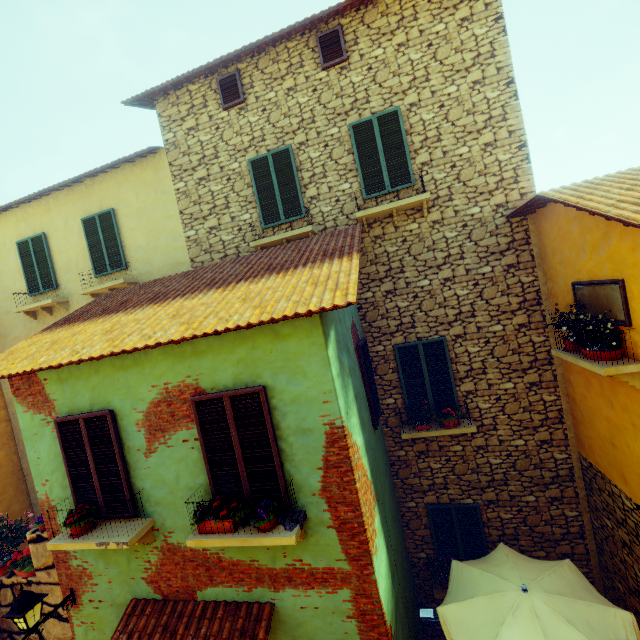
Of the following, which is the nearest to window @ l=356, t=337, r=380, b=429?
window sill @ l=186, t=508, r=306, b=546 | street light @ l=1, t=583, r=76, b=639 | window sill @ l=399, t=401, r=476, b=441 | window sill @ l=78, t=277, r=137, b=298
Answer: window sill @ l=399, t=401, r=476, b=441

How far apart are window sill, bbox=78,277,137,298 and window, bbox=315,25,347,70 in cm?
689

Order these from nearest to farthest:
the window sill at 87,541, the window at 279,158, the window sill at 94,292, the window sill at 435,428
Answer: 1. the window sill at 87,541
2. the window sill at 435,428
3. the window at 279,158
4. the window sill at 94,292

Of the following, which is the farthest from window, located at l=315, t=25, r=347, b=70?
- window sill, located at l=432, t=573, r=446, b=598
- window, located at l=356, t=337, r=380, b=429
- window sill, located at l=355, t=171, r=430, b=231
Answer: window sill, located at l=432, t=573, r=446, b=598

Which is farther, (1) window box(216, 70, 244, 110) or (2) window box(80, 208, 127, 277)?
(2) window box(80, 208, 127, 277)

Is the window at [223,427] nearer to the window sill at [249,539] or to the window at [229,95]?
the window sill at [249,539]

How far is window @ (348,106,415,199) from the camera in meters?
6.8 m

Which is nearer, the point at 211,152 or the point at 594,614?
the point at 594,614
